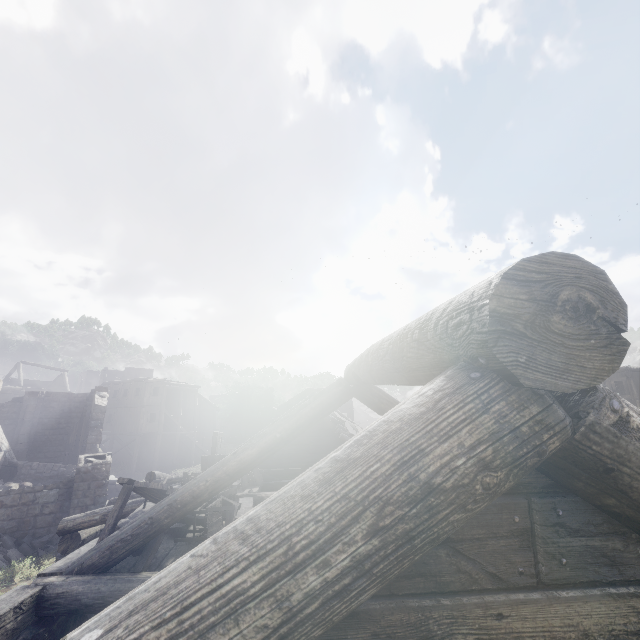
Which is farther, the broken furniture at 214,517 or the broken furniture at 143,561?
the broken furniture at 214,517

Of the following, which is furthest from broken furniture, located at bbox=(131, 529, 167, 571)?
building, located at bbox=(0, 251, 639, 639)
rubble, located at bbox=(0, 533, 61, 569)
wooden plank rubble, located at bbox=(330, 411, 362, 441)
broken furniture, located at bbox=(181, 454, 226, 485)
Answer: rubble, located at bbox=(0, 533, 61, 569)

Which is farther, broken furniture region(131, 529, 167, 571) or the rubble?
the rubble

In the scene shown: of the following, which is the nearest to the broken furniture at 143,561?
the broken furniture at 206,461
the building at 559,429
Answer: the building at 559,429

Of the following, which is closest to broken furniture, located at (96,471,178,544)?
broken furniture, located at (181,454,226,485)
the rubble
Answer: broken furniture, located at (181,454,226,485)

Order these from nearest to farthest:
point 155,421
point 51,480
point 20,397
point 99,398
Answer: point 51,480 → point 99,398 → point 20,397 → point 155,421

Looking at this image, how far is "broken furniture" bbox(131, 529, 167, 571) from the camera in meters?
4.8
